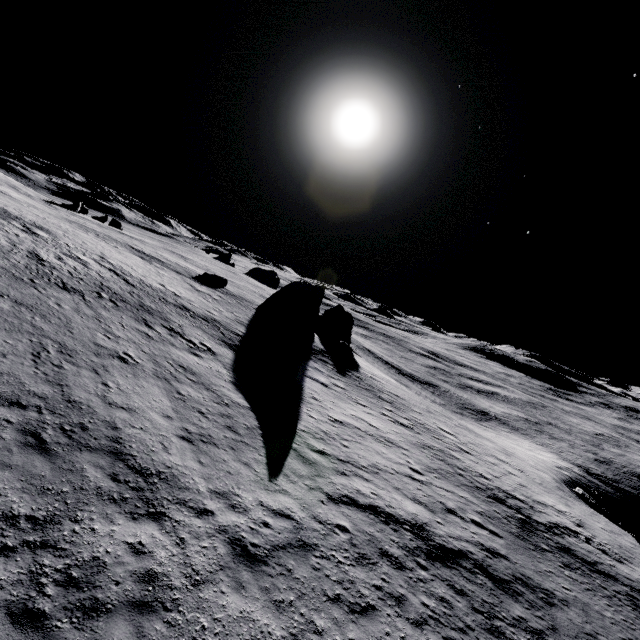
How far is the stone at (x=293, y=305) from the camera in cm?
3988

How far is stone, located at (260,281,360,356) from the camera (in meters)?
39.88

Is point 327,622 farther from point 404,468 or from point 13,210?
point 13,210
